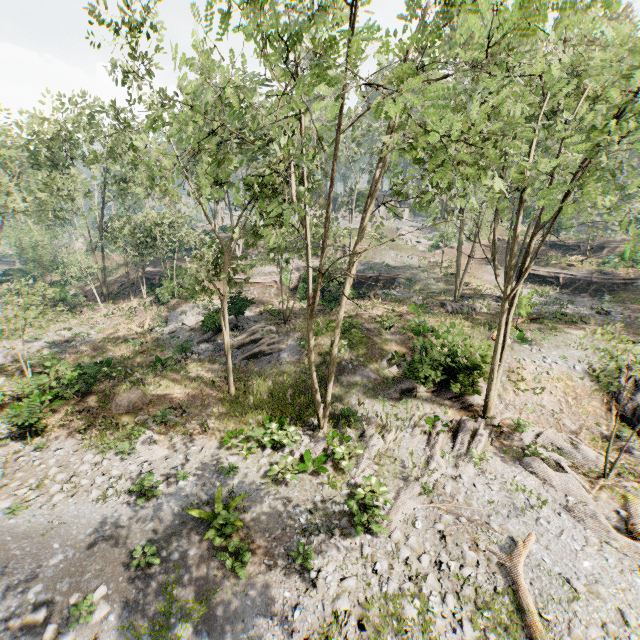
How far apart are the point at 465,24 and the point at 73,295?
43.1m

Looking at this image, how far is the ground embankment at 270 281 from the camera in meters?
33.3

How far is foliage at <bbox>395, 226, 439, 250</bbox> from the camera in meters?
38.5 m

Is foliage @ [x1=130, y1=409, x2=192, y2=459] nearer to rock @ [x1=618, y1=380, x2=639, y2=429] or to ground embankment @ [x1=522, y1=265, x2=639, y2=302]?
rock @ [x1=618, y1=380, x2=639, y2=429]

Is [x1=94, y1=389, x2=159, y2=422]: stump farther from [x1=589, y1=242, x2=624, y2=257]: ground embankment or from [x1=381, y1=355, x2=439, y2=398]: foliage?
[x1=589, y1=242, x2=624, y2=257]: ground embankment

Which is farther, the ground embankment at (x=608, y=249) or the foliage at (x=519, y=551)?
the ground embankment at (x=608, y=249)

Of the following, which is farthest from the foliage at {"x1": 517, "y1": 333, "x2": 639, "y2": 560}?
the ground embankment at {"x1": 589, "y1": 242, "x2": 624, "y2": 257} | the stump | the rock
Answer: the ground embankment at {"x1": 589, "y1": 242, "x2": 624, "y2": 257}

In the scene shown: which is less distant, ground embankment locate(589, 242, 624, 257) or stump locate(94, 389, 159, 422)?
stump locate(94, 389, 159, 422)
